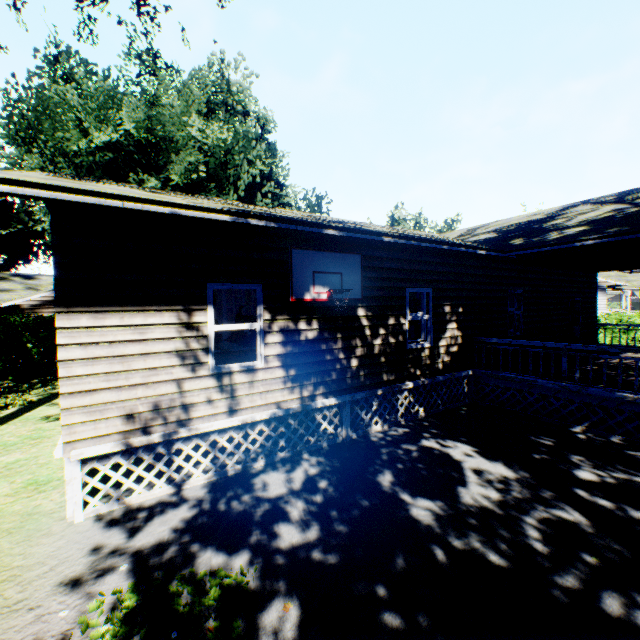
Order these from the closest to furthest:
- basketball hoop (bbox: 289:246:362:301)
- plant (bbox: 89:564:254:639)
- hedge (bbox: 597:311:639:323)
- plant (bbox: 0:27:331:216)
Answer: plant (bbox: 89:564:254:639), basketball hoop (bbox: 289:246:362:301), plant (bbox: 0:27:331:216), hedge (bbox: 597:311:639:323)

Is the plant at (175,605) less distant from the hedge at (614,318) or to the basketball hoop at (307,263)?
the basketball hoop at (307,263)

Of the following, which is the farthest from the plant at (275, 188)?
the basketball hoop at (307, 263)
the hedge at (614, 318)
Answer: the hedge at (614, 318)

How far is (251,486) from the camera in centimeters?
558cm

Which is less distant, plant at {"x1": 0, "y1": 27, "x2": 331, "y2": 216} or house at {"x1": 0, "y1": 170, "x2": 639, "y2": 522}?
house at {"x1": 0, "y1": 170, "x2": 639, "y2": 522}

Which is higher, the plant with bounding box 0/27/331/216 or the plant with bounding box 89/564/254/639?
the plant with bounding box 0/27/331/216

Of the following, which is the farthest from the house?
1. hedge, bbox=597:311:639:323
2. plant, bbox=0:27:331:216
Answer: hedge, bbox=597:311:639:323

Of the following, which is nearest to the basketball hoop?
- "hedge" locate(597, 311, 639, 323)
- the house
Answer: the house
